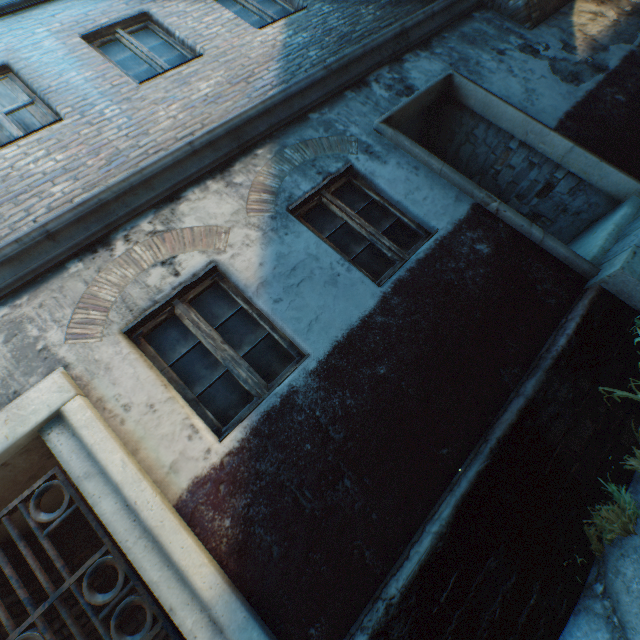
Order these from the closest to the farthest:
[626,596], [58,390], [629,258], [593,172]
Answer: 1. [626,596]
2. [58,390]
3. [629,258]
4. [593,172]

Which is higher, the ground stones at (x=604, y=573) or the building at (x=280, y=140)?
the building at (x=280, y=140)

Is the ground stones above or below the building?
below

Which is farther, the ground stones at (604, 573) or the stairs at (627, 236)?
the stairs at (627, 236)

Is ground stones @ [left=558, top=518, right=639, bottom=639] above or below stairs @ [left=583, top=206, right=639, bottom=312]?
below

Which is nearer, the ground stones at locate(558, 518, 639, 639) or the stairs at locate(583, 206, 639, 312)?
the ground stones at locate(558, 518, 639, 639)

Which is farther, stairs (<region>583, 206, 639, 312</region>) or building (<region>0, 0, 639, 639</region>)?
stairs (<region>583, 206, 639, 312</region>)
